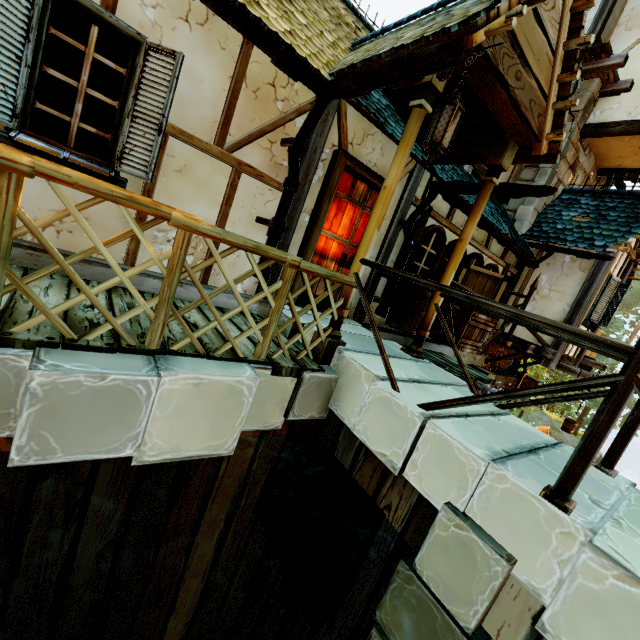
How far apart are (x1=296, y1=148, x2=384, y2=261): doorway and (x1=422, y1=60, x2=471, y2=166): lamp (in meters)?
1.64

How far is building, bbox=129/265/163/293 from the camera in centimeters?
344cm

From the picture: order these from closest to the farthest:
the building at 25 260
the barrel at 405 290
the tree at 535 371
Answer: the building at 25 260, the barrel at 405 290, the tree at 535 371

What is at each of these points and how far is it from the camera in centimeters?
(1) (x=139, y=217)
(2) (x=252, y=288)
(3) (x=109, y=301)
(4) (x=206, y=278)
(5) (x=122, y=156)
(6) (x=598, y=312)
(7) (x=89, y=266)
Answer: (1) building, 340cm
(2) building, 448cm
(3) wooden platform, 285cm
(4) building, 403cm
(5) window shutters, 302cm
(6) window shutters, 793cm
(7) building, 316cm

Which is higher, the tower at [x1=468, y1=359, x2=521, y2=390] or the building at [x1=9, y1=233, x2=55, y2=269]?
the building at [x1=9, y1=233, x2=55, y2=269]

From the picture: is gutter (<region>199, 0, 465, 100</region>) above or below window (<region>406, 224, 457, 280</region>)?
above

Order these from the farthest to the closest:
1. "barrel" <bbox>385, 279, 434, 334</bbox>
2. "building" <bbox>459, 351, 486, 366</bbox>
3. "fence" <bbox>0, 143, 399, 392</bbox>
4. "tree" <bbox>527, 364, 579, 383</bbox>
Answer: "tree" <bbox>527, 364, 579, 383</bbox>
"building" <bbox>459, 351, 486, 366</bbox>
"barrel" <bbox>385, 279, 434, 334</bbox>
"fence" <bbox>0, 143, 399, 392</bbox>

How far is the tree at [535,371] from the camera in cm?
2952
